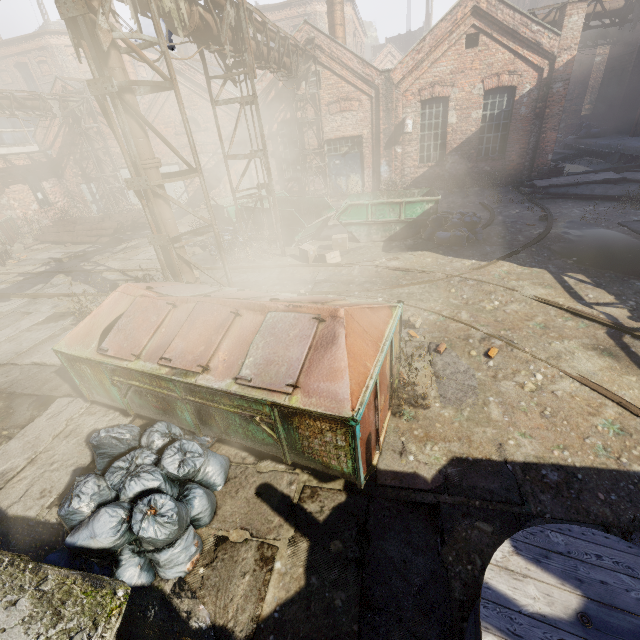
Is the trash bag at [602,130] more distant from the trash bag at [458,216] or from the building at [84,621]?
the building at [84,621]

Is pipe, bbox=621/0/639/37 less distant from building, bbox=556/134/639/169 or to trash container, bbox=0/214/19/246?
building, bbox=556/134/639/169

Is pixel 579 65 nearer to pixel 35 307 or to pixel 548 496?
pixel 548 496

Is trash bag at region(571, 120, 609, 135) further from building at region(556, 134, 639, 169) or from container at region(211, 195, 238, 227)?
container at region(211, 195, 238, 227)

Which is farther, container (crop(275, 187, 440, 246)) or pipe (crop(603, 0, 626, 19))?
pipe (crop(603, 0, 626, 19))

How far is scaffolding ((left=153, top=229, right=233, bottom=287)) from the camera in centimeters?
612cm

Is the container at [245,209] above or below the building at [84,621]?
above

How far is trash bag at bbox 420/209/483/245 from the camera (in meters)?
9.80
